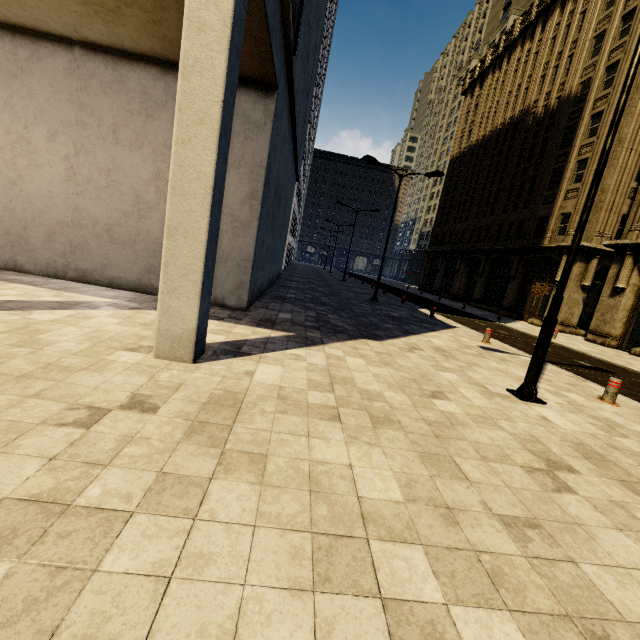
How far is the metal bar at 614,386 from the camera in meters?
7.0 m

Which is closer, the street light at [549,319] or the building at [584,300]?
the street light at [549,319]

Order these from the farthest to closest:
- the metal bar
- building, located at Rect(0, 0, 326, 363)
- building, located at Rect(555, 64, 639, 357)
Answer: building, located at Rect(555, 64, 639, 357)
the metal bar
building, located at Rect(0, 0, 326, 363)

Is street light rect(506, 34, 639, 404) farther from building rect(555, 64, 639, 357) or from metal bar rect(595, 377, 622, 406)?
building rect(555, 64, 639, 357)

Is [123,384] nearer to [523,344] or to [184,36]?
[184,36]
